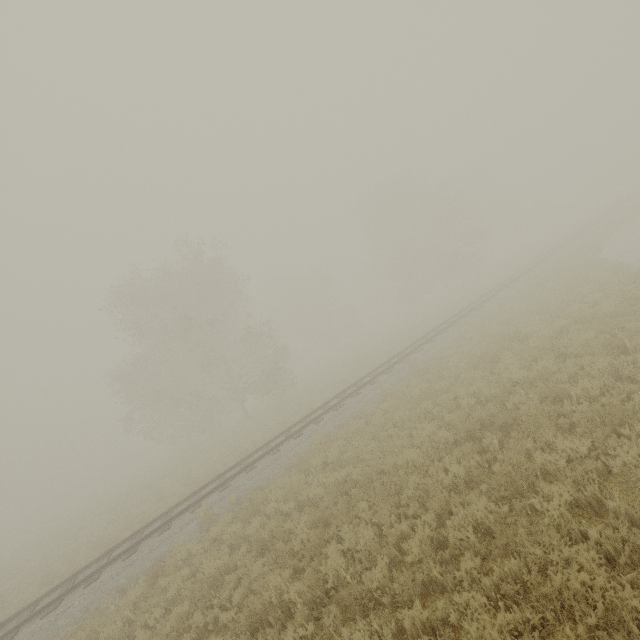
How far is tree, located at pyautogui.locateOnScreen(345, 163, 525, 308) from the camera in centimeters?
3884cm

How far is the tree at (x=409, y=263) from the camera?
38.8m

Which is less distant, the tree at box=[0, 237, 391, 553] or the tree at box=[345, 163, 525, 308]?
the tree at box=[0, 237, 391, 553]

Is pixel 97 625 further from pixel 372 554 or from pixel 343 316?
pixel 343 316

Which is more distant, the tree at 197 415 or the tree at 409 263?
the tree at 409 263
